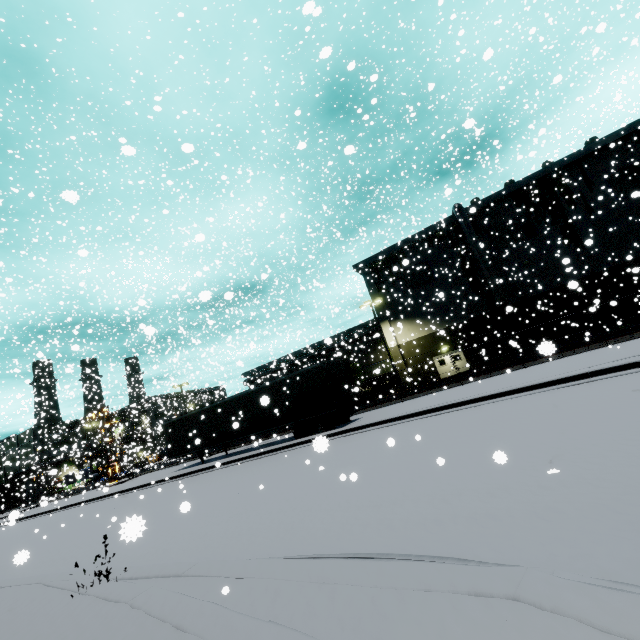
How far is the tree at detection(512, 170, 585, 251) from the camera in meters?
28.9 m

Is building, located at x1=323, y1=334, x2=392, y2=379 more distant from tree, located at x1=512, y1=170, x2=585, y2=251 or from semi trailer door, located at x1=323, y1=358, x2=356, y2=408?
semi trailer door, located at x1=323, y1=358, x2=356, y2=408

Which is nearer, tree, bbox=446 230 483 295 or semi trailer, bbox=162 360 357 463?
semi trailer, bbox=162 360 357 463

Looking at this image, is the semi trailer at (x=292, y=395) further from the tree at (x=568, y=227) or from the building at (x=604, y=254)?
the tree at (x=568, y=227)

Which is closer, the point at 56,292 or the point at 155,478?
the point at 155,478

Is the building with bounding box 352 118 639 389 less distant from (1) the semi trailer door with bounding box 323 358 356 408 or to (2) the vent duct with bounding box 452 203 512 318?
(2) the vent duct with bounding box 452 203 512 318

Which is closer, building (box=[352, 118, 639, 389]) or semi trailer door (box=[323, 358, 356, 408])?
semi trailer door (box=[323, 358, 356, 408])

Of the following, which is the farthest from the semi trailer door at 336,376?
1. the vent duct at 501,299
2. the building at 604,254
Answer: the building at 604,254
